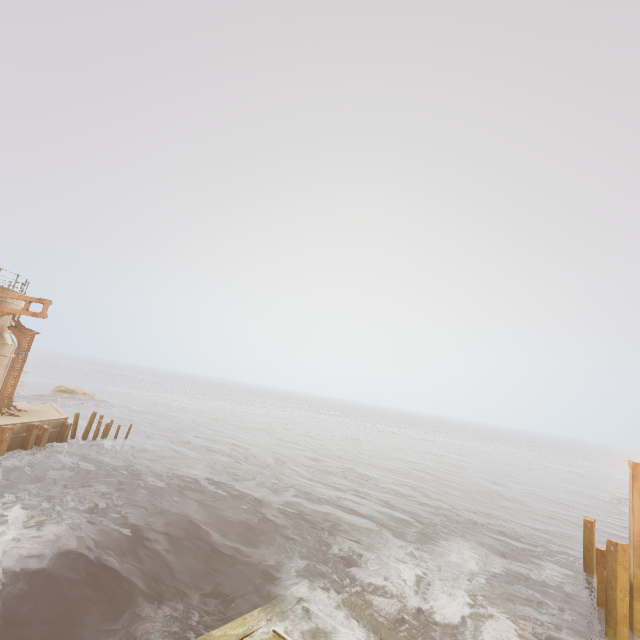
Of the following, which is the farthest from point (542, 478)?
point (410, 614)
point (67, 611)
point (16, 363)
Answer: point (16, 363)

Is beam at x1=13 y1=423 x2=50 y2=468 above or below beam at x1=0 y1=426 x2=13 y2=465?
below

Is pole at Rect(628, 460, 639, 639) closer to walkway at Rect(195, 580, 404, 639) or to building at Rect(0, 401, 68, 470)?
walkway at Rect(195, 580, 404, 639)

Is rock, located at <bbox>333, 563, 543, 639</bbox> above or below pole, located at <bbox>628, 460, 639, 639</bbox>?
below

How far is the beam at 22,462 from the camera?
17.42m

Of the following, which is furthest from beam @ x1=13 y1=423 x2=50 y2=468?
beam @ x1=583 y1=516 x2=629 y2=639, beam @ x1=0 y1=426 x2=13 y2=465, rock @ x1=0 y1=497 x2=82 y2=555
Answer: beam @ x1=583 y1=516 x2=629 y2=639

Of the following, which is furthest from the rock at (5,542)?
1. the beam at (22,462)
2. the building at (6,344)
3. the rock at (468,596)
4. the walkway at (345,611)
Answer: the rock at (468,596)

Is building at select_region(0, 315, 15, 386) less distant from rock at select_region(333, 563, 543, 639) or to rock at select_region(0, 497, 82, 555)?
rock at select_region(0, 497, 82, 555)
